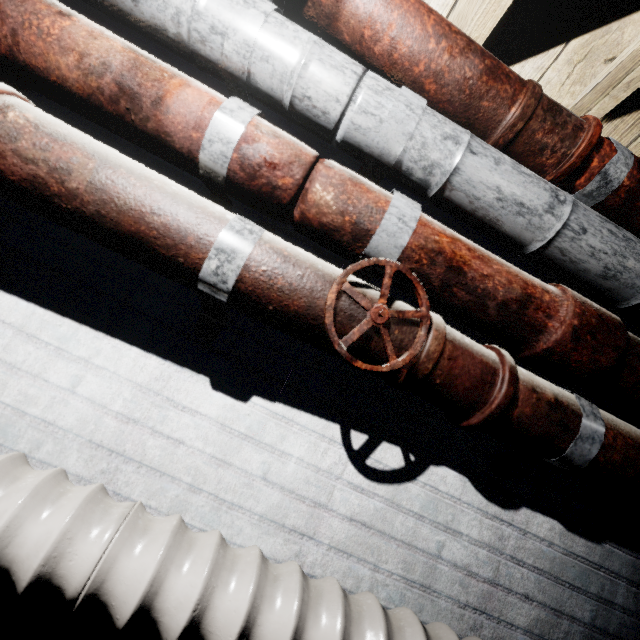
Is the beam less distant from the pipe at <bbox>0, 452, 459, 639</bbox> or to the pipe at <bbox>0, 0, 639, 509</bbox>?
the pipe at <bbox>0, 0, 639, 509</bbox>

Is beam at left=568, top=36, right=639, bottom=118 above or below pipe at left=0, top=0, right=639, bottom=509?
above

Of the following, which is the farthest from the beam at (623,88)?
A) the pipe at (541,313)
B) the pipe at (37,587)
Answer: the pipe at (37,587)

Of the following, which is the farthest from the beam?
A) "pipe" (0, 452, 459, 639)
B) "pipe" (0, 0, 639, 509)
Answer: "pipe" (0, 452, 459, 639)

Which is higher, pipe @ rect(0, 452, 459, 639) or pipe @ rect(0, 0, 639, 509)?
pipe @ rect(0, 0, 639, 509)

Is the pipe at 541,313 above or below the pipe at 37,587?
above

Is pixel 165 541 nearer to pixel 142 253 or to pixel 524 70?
pixel 142 253
